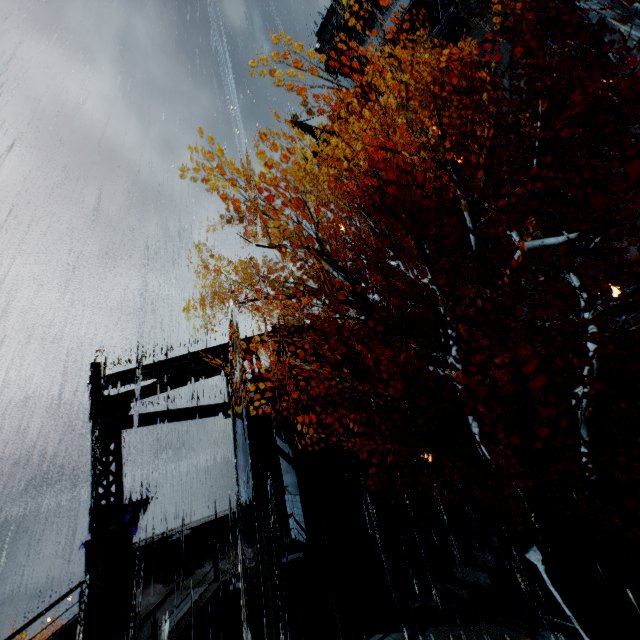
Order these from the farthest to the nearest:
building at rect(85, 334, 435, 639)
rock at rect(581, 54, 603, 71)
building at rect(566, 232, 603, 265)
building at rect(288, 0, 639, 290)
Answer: rock at rect(581, 54, 603, 71) → building at rect(288, 0, 639, 290) → building at rect(566, 232, 603, 265) → building at rect(85, 334, 435, 639)

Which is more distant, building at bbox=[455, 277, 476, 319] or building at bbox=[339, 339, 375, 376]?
building at bbox=[455, 277, 476, 319]

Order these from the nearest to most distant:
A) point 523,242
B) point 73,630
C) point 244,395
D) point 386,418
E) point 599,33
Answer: point 523,242 < point 73,630 < point 244,395 < point 386,418 < point 599,33

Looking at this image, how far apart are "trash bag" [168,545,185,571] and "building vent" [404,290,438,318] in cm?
2634

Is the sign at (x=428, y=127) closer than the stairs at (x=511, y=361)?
No

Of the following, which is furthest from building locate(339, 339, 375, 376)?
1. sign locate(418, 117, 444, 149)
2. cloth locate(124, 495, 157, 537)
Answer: cloth locate(124, 495, 157, 537)

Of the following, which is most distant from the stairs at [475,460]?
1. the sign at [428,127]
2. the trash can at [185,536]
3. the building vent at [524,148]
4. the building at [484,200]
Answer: the sign at [428,127]

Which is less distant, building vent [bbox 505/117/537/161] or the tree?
the tree
